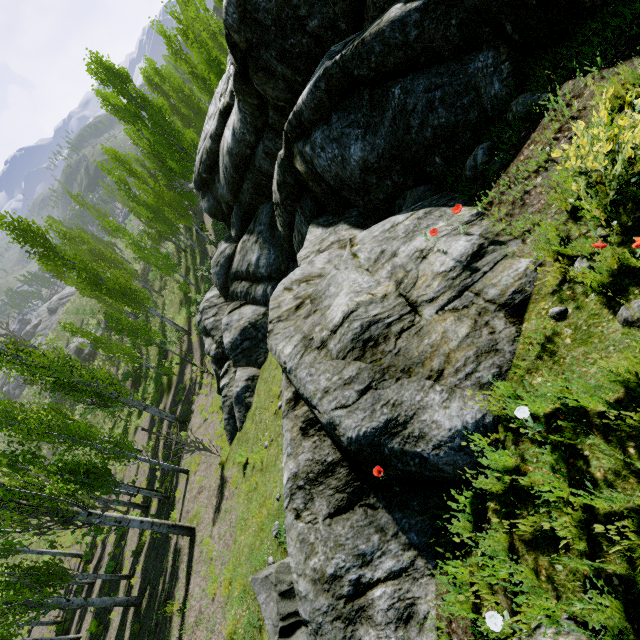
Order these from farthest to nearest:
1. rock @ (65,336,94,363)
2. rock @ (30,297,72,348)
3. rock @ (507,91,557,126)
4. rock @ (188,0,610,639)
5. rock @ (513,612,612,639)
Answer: rock @ (30,297,72,348), rock @ (65,336,94,363), rock @ (507,91,557,126), rock @ (188,0,610,639), rock @ (513,612,612,639)

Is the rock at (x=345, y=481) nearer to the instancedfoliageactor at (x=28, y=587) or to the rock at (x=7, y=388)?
the instancedfoliageactor at (x=28, y=587)

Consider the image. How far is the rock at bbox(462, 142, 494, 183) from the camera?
4.6 meters

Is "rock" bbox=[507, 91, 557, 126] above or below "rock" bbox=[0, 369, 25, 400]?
above

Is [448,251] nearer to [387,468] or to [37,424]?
[387,468]

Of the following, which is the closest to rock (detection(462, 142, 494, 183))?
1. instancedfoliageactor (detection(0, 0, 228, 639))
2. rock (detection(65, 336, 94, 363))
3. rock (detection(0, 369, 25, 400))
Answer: instancedfoliageactor (detection(0, 0, 228, 639))

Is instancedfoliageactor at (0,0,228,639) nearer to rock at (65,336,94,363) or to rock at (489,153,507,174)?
rock at (489,153,507,174)
